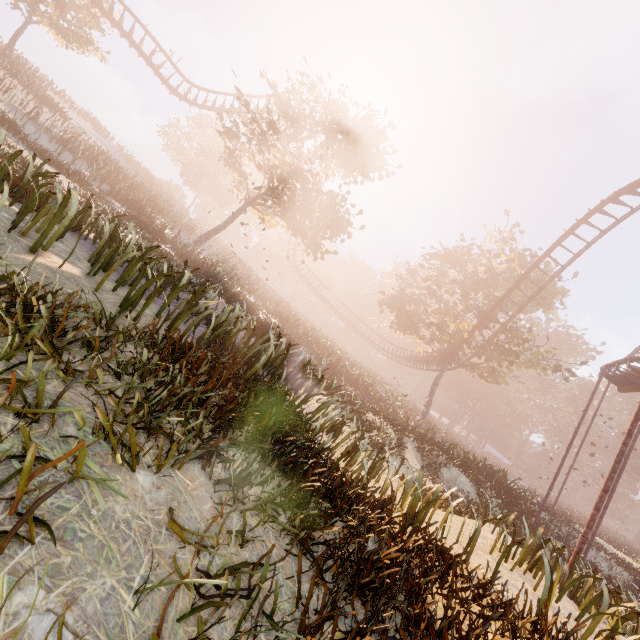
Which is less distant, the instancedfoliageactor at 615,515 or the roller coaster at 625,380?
the roller coaster at 625,380

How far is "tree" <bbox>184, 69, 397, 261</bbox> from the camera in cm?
1895

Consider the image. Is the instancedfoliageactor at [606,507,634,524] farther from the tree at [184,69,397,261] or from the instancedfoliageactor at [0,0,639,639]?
the instancedfoliageactor at [0,0,639,639]

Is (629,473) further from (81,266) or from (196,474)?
(81,266)

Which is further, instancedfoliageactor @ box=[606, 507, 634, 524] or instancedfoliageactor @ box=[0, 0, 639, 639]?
instancedfoliageactor @ box=[606, 507, 634, 524]

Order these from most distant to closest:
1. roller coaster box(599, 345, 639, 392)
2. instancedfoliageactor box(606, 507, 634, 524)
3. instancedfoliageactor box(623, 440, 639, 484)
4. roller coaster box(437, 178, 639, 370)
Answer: instancedfoliageactor box(606, 507, 634, 524), instancedfoliageactor box(623, 440, 639, 484), roller coaster box(437, 178, 639, 370), roller coaster box(599, 345, 639, 392)

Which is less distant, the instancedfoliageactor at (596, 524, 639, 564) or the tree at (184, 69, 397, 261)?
the tree at (184, 69, 397, 261)

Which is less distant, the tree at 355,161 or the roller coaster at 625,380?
the roller coaster at 625,380
